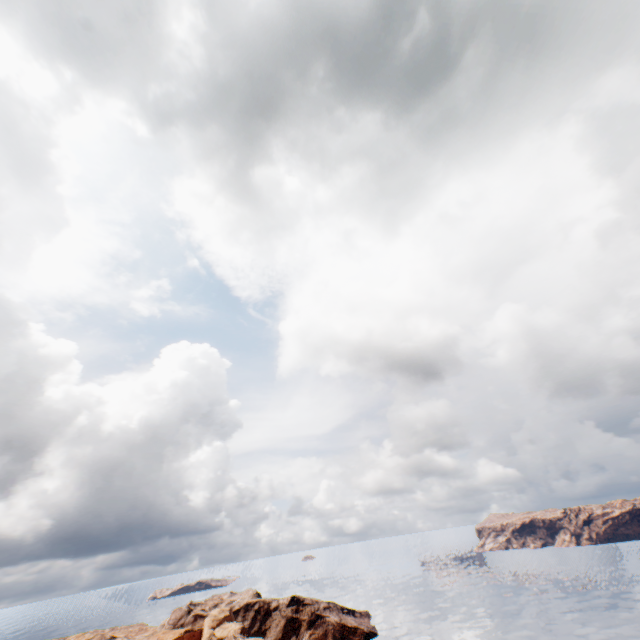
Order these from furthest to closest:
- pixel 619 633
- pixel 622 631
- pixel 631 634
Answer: pixel 622 631 < pixel 619 633 < pixel 631 634
